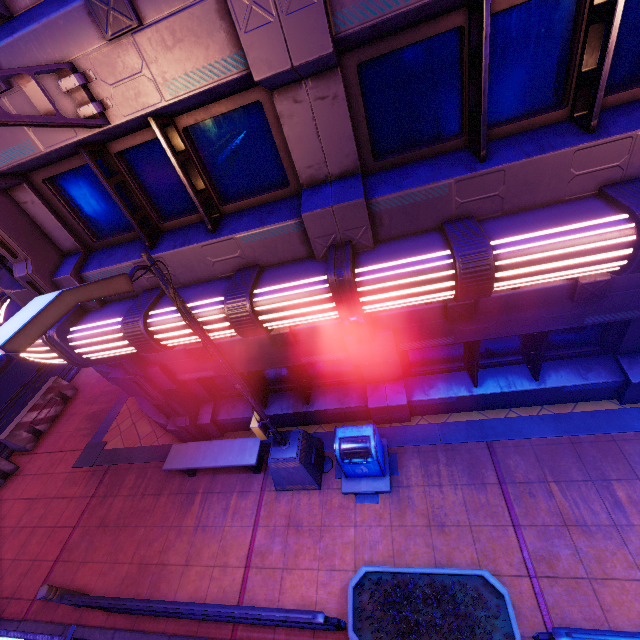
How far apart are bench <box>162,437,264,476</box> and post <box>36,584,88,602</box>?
2.54m

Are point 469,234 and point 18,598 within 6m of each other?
no

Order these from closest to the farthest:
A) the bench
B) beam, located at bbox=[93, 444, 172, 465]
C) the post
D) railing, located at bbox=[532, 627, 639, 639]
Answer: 1. railing, located at bbox=[532, 627, 639, 639]
2. the post
3. the bench
4. beam, located at bbox=[93, 444, 172, 465]

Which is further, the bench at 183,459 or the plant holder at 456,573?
the bench at 183,459

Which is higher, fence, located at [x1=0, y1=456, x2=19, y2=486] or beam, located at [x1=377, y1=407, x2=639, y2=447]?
fence, located at [x1=0, y1=456, x2=19, y2=486]

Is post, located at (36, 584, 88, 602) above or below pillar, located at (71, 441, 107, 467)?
above

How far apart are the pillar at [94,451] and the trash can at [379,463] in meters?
7.3 m

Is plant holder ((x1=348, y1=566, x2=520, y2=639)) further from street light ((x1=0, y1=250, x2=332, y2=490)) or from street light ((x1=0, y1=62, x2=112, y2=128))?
street light ((x1=0, y1=62, x2=112, y2=128))
